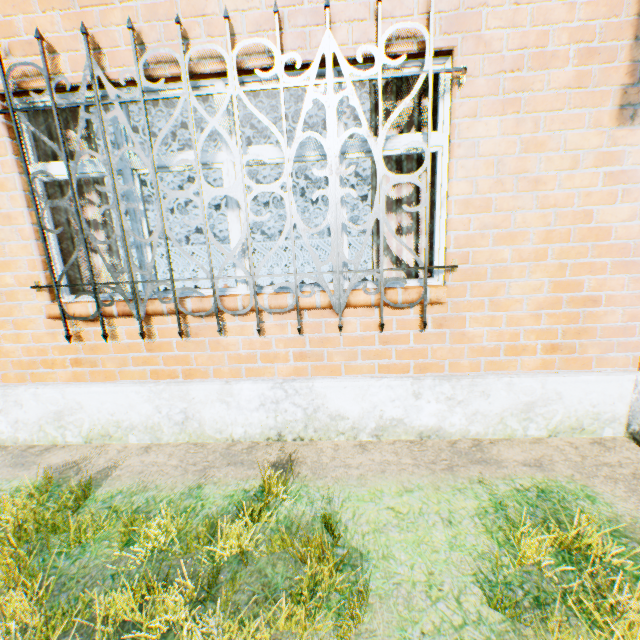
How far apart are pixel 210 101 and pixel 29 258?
3.2m

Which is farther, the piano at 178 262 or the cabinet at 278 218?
the cabinet at 278 218

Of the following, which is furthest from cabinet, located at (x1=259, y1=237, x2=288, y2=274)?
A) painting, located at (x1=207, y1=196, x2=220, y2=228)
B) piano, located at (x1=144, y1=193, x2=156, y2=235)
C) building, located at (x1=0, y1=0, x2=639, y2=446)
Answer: piano, located at (x1=144, y1=193, x2=156, y2=235)

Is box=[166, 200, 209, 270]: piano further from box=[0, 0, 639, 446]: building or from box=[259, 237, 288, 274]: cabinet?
box=[259, 237, 288, 274]: cabinet

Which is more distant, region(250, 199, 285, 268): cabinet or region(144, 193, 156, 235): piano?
region(250, 199, 285, 268): cabinet

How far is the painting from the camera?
8.0m

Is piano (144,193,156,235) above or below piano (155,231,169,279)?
above

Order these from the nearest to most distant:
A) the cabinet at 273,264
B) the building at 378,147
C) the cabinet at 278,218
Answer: the building at 378,147 < the cabinet at 278,218 < the cabinet at 273,264
